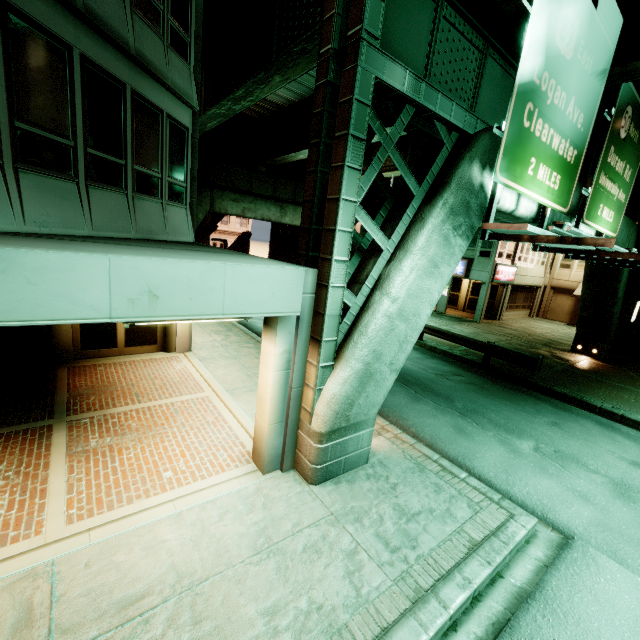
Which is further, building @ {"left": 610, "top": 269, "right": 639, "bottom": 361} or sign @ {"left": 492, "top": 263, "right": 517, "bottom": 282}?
sign @ {"left": 492, "top": 263, "right": 517, "bottom": 282}

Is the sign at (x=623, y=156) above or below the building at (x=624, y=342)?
above

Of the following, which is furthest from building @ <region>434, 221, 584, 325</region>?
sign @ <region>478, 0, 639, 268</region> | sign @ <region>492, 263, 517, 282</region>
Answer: sign @ <region>478, 0, 639, 268</region>

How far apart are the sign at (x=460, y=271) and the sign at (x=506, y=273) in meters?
1.7

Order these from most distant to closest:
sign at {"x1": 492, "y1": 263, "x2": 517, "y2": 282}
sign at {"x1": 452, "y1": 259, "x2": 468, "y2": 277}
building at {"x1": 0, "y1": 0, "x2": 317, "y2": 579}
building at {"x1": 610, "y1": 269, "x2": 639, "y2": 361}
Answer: sign at {"x1": 452, "y1": 259, "x2": 468, "y2": 277} → sign at {"x1": 492, "y1": 263, "x2": 517, "y2": 282} → building at {"x1": 610, "y1": 269, "x2": 639, "y2": 361} → building at {"x1": 0, "y1": 0, "x2": 317, "y2": 579}

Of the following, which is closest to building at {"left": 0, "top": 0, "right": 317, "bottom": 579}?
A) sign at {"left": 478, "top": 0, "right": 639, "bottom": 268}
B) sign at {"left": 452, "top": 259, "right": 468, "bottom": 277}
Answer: sign at {"left": 478, "top": 0, "right": 639, "bottom": 268}

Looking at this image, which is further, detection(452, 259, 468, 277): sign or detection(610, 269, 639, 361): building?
detection(452, 259, 468, 277): sign

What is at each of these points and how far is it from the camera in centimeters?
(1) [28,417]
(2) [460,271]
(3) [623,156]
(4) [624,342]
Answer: (1) building, 659cm
(2) sign, 2466cm
(3) sign, 980cm
(4) building, 1980cm
